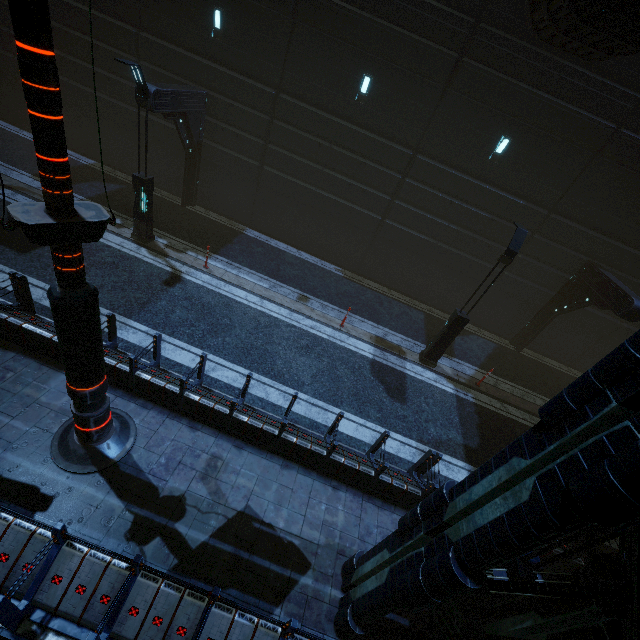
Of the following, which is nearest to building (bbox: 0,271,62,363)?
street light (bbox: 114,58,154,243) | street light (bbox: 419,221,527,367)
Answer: street light (bbox: 114,58,154,243)

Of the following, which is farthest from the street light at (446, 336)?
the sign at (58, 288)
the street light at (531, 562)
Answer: the sign at (58, 288)

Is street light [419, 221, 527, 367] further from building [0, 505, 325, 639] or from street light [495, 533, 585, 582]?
street light [495, 533, 585, 582]

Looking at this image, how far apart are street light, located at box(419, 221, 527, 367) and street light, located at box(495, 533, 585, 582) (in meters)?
6.64

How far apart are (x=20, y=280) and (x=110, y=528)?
6.0 meters

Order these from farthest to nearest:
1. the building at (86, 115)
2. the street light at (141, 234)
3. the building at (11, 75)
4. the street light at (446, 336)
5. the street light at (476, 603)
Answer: the building at (11, 75), the building at (86, 115), the street light at (446, 336), the street light at (141, 234), the street light at (476, 603)

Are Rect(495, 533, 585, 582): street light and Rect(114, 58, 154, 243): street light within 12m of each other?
no

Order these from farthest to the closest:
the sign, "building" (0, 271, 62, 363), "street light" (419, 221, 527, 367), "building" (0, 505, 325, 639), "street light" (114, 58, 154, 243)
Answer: "street light" (419, 221, 527, 367) → "street light" (114, 58, 154, 243) → "building" (0, 271, 62, 363) → "building" (0, 505, 325, 639) → the sign
